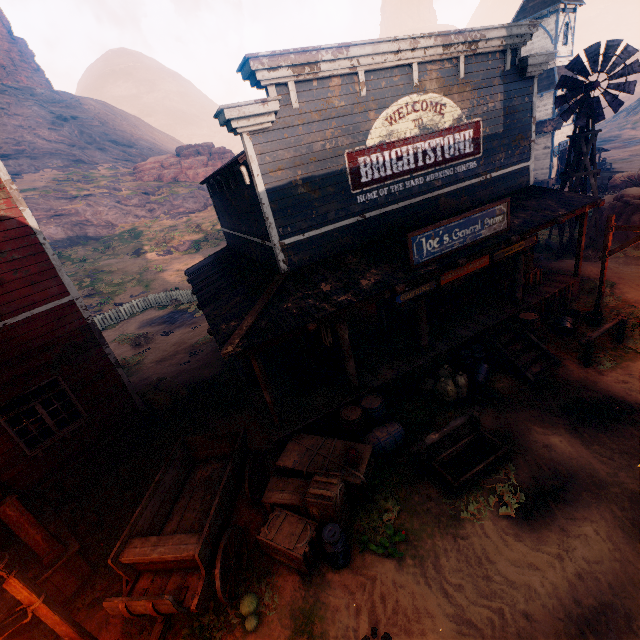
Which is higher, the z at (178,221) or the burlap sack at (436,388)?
the z at (178,221)

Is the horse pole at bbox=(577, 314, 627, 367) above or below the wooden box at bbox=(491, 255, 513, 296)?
below

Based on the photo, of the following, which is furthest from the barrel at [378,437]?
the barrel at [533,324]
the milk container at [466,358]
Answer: the barrel at [533,324]

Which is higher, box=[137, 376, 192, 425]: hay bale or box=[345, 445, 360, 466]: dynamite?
box=[345, 445, 360, 466]: dynamite

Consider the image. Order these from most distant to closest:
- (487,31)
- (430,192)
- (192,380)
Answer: (192,380) → (430,192) → (487,31)

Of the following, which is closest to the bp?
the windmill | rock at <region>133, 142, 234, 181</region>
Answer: the windmill

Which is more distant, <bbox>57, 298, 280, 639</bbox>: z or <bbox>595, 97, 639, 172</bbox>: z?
<bbox>595, 97, 639, 172</bbox>: z

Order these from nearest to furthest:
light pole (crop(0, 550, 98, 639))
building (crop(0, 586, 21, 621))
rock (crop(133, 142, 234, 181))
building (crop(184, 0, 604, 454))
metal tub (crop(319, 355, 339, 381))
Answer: light pole (crop(0, 550, 98, 639)) < building (crop(0, 586, 21, 621)) < building (crop(184, 0, 604, 454)) < metal tub (crop(319, 355, 339, 381)) < rock (crop(133, 142, 234, 181))
